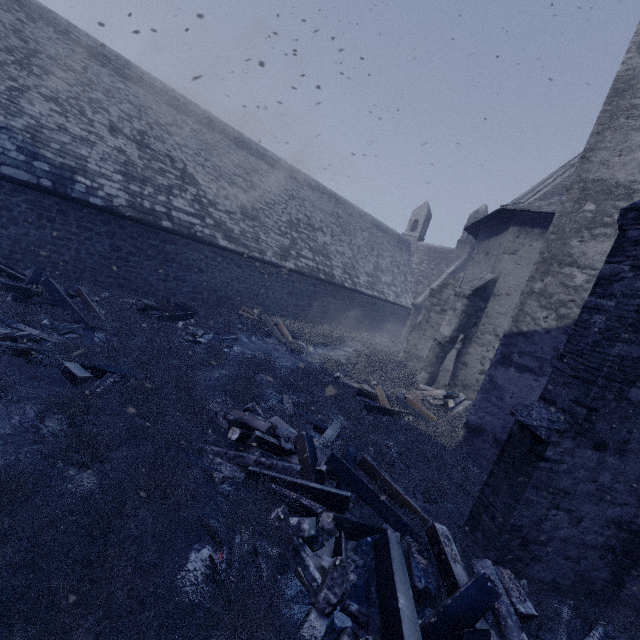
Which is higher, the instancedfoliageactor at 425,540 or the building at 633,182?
the building at 633,182

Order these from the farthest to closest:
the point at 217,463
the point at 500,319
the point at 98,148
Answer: the point at 500,319
the point at 98,148
the point at 217,463

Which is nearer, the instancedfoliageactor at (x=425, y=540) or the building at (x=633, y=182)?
the instancedfoliageactor at (x=425, y=540)

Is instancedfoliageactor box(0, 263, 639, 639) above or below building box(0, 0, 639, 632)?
below

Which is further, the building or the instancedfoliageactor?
the building
